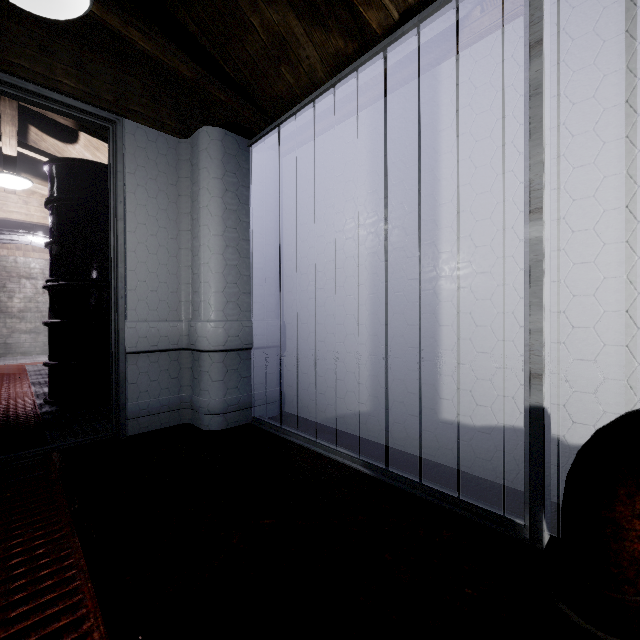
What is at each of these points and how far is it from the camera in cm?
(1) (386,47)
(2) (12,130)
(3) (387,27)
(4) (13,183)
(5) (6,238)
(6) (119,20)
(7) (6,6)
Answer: (1) door, 144
(2) beam, 264
(3) beam, 150
(4) light, 318
(5) pipe, 538
(6) beam, 162
(7) beam, 159

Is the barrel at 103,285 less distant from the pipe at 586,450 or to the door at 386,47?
the door at 386,47

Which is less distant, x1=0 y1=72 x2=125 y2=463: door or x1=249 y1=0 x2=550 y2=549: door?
x1=249 y1=0 x2=550 y2=549: door

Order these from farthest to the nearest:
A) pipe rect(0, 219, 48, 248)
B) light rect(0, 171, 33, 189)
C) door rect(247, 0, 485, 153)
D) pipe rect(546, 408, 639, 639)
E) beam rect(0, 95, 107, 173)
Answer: pipe rect(0, 219, 48, 248) → light rect(0, 171, 33, 189) → beam rect(0, 95, 107, 173) → door rect(247, 0, 485, 153) → pipe rect(546, 408, 639, 639)

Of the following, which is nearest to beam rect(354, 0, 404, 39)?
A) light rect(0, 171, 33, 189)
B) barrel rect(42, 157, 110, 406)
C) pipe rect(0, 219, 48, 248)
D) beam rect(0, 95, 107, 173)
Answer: beam rect(0, 95, 107, 173)

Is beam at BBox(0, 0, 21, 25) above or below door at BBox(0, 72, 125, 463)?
above

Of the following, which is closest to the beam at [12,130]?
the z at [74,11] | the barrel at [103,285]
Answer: the barrel at [103,285]

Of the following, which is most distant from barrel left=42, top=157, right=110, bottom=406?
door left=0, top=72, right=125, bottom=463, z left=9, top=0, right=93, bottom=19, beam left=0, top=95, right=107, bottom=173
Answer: z left=9, top=0, right=93, bottom=19
